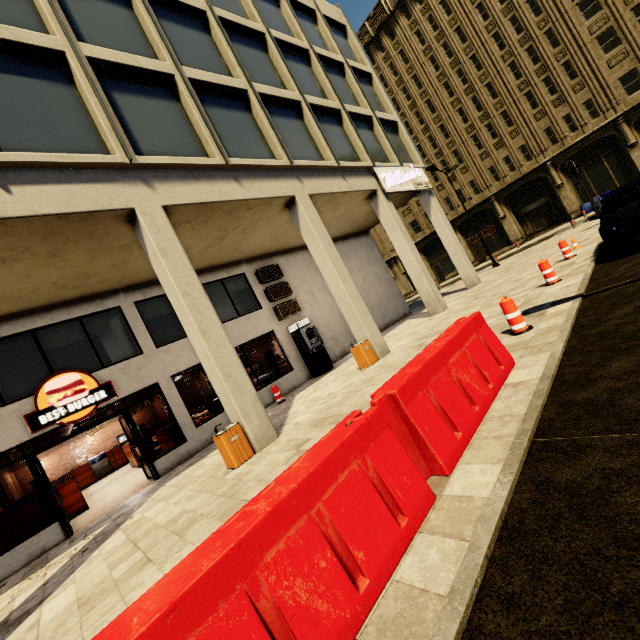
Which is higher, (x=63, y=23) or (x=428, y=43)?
(x=428, y=43)

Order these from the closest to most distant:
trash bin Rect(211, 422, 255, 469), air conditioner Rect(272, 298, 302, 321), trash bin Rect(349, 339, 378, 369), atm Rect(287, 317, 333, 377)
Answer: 1. trash bin Rect(211, 422, 255, 469)
2. trash bin Rect(349, 339, 378, 369)
3. atm Rect(287, 317, 333, 377)
4. air conditioner Rect(272, 298, 302, 321)

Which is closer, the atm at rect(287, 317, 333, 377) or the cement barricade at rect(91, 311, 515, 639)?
the cement barricade at rect(91, 311, 515, 639)

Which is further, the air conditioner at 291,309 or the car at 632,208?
the air conditioner at 291,309

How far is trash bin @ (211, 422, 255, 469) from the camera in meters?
6.6

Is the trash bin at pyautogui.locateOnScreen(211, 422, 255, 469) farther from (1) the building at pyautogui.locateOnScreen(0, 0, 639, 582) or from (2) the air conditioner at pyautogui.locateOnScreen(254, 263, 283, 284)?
(2) the air conditioner at pyautogui.locateOnScreen(254, 263, 283, 284)

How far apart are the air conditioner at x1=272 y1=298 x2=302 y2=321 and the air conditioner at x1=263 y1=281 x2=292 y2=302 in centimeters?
20cm

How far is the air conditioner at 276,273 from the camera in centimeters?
1403cm
